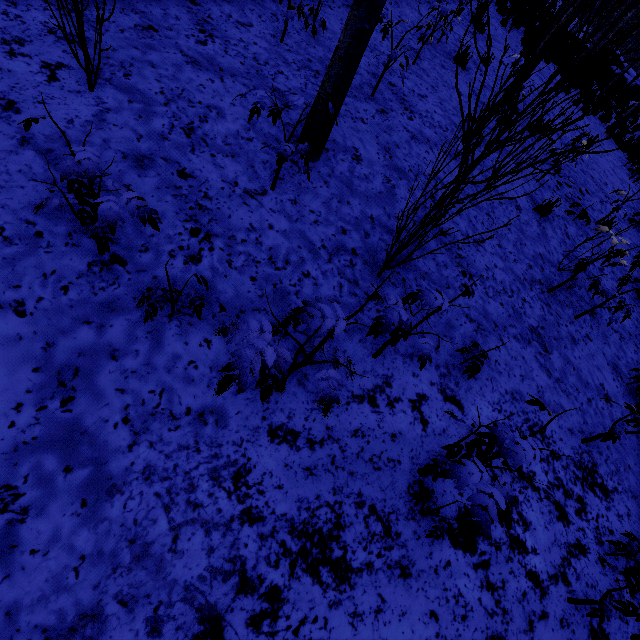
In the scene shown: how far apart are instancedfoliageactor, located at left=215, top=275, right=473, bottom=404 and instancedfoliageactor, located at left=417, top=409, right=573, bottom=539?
0.95m

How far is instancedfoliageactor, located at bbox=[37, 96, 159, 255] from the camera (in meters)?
1.62

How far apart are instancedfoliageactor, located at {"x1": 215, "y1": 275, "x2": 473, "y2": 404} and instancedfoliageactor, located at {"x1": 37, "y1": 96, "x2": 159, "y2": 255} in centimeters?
77cm

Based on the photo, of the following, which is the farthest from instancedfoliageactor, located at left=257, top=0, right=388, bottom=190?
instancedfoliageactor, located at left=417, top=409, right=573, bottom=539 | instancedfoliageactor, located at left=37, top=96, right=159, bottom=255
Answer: instancedfoliageactor, located at left=417, top=409, right=573, bottom=539

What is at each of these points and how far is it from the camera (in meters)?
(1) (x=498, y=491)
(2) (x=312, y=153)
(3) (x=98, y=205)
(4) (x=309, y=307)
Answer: (1) instancedfoliageactor, 1.60
(2) instancedfoliageactor, 2.95
(3) instancedfoliageactor, 1.70
(4) instancedfoliageactor, 1.54

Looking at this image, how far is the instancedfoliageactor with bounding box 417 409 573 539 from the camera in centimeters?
156cm

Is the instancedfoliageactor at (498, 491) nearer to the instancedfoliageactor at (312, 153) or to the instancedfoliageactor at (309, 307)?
the instancedfoliageactor at (309, 307)

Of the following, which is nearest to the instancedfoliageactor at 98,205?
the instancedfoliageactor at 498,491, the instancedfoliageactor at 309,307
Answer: the instancedfoliageactor at 309,307
